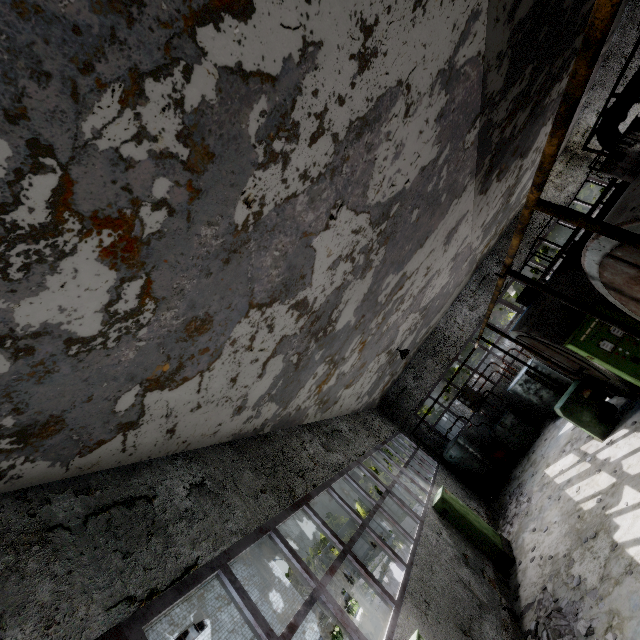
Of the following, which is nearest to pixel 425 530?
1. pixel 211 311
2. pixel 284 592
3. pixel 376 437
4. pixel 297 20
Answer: pixel 376 437

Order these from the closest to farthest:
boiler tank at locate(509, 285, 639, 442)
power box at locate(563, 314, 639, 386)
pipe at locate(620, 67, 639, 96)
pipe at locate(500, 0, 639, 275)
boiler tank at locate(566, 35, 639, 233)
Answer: pipe at locate(500, 0, 639, 275) < boiler tank at locate(566, 35, 639, 233) < power box at locate(563, 314, 639, 386) < boiler tank at locate(509, 285, 639, 442) < pipe at locate(620, 67, 639, 96)

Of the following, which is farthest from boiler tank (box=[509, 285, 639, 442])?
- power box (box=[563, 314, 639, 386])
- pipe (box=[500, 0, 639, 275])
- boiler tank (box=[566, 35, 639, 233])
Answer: pipe (box=[500, 0, 639, 275])

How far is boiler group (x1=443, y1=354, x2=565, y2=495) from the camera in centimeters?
1466cm

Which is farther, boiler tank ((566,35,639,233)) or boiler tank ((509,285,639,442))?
boiler tank ((509,285,639,442))

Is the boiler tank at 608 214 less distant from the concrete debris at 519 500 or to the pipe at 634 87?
the concrete debris at 519 500

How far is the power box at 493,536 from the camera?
9.59m

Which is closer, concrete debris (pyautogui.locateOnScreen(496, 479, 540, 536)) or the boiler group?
concrete debris (pyautogui.locateOnScreen(496, 479, 540, 536))
